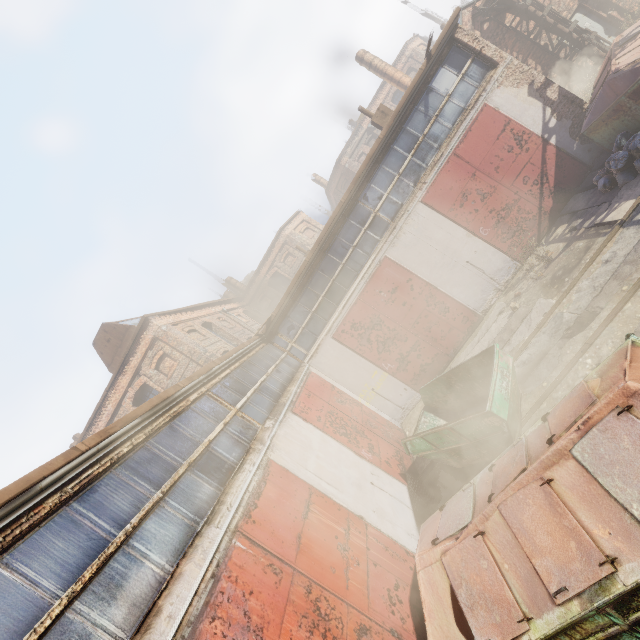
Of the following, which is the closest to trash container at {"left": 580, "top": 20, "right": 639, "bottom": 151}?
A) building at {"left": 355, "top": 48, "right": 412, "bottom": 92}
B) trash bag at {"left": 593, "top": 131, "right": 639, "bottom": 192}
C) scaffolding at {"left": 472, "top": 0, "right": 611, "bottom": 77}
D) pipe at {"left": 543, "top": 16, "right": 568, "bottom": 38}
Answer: trash bag at {"left": 593, "top": 131, "right": 639, "bottom": 192}

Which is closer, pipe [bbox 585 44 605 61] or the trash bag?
the trash bag

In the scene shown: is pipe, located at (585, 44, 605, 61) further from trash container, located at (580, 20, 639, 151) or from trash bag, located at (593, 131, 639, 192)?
trash bag, located at (593, 131, 639, 192)

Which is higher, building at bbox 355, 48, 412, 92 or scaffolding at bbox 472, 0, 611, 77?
building at bbox 355, 48, 412, 92

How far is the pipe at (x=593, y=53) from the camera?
14.7m

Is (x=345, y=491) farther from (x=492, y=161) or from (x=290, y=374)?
(x=492, y=161)

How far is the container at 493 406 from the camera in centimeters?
625cm

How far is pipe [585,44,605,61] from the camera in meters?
14.7
